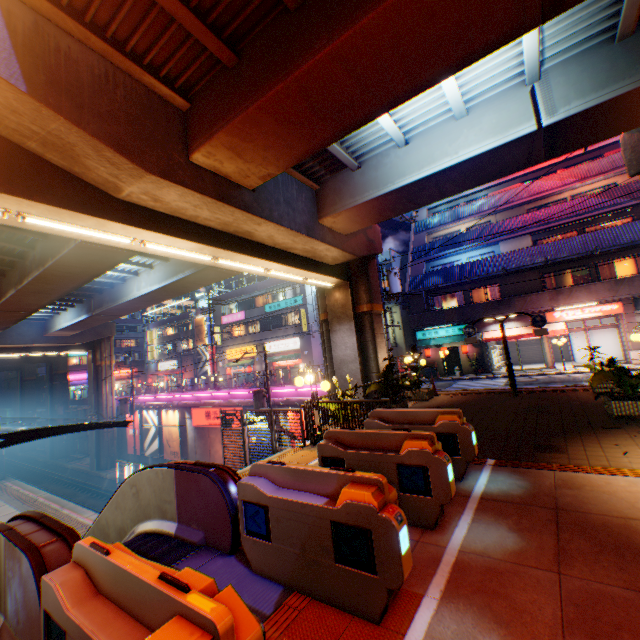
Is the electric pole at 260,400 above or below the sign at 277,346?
below

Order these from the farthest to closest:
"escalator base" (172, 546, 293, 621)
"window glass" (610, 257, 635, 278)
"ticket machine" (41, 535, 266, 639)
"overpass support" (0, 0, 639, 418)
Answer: "window glass" (610, 257, 635, 278)
"overpass support" (0, 0, 639, 418)
"escalator base" (172, 546, 293, 621)
"ticket machine" (41, 535, 266, 639)

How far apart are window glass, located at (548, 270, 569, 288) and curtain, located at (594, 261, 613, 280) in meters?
0.9

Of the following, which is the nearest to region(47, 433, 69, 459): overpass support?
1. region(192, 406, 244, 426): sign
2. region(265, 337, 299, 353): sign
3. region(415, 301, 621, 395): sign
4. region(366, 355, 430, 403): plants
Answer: region(366, 355, 430, 403): plants

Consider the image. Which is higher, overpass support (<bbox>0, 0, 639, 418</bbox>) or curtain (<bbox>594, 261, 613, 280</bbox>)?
overpass support (<bbox>0, 0, 639, 418</bbox>)

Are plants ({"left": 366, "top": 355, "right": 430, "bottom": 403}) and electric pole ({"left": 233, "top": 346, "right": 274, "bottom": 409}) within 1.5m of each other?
no

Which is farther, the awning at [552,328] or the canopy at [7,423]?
the awning at [552,328]

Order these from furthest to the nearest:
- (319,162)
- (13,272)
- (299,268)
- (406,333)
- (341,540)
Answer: (406,333) → (13,272) → (299,268) → (319,162) → (341,540)
